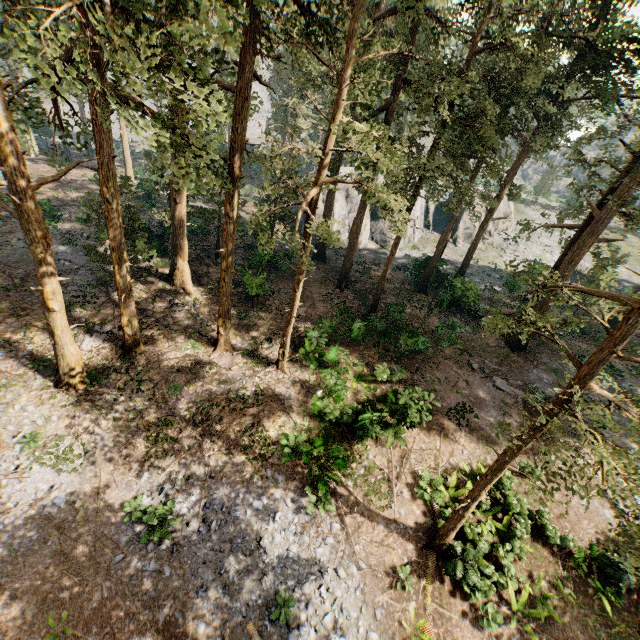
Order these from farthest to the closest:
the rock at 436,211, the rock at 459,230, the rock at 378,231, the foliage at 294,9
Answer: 1. the rock at 459,230
2. the rock at 436,211
3. the rock at 378,231
4. the foliage at 294,9

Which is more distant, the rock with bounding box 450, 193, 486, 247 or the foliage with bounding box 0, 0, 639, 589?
the rock with bounding box 450, 193, 486, 247

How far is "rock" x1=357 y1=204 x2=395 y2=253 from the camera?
40.3m

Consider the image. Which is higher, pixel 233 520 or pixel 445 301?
pixel 445 301

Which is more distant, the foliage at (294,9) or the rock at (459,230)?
the rock at (459,230)
